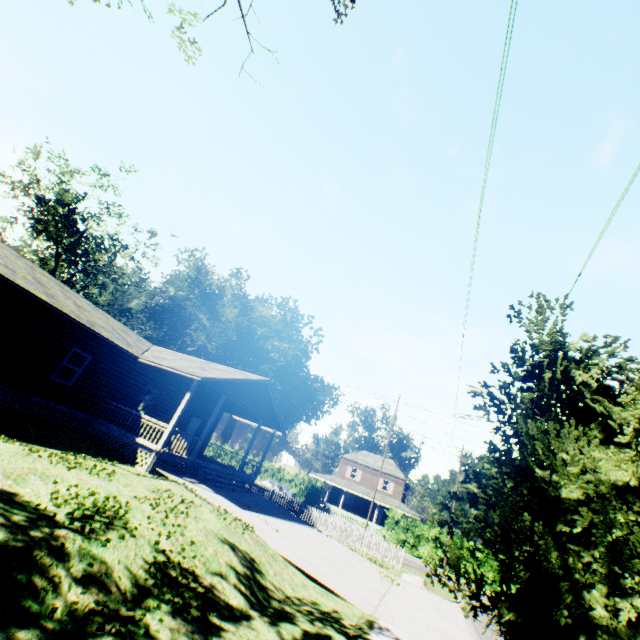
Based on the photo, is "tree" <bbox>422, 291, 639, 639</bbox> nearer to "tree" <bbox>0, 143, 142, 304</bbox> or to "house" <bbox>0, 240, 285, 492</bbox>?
"house" <bbox>0, 240, 285, 492</bbox>

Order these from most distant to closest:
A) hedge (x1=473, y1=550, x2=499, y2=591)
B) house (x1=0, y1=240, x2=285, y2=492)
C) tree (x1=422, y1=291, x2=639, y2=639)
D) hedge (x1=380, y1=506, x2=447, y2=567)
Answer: hedge (x1=380, y1=506, x2=447, y2=567) < hedge (x1=473, y1=550, x2=499, y2=591) < house (x1=0, y1=240, x2=285, y2=492) < tree (x1=422, y1=291, x2=639, y2=639)

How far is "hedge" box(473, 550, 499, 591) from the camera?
30.1m

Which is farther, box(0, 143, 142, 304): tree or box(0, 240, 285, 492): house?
box(0, 143, 142, 304): tree

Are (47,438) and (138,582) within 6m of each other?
no

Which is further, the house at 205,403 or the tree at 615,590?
the house at 205,403

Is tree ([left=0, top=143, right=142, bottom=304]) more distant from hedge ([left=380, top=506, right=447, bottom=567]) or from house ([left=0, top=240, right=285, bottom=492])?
hedge ([left=380, top=506, right=447, bottom=567])

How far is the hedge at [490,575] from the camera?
30.10m
